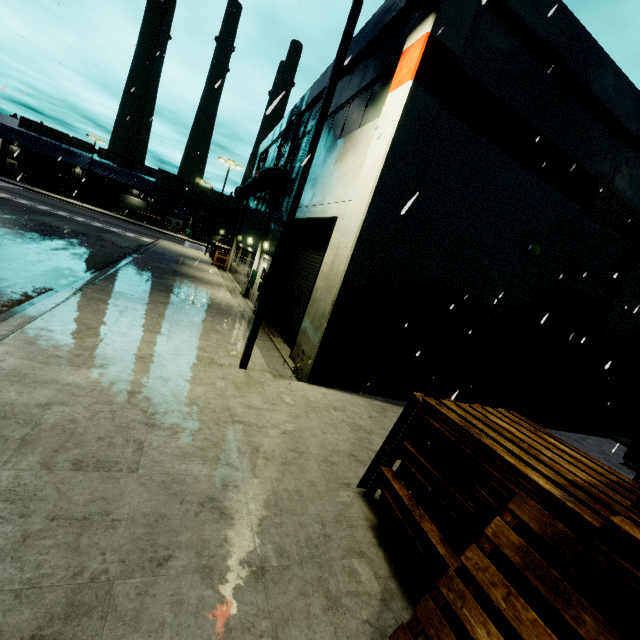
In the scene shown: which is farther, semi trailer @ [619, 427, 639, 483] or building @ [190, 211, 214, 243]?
building @ [190, 211, 214, 243]

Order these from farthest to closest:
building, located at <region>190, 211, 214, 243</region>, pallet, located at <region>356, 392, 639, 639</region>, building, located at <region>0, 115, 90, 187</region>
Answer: building, located at <region>190, 211, 214, 243</region> < building, located at <region>0, 115, 90, 187</region> < pallet, located at <region>356, 392, 639, 639</region>

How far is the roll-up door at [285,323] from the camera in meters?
10.7

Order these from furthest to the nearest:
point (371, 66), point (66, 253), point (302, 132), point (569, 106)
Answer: point (302, 132)
point (66, 253)
point (371, 66)
point (569, 106)

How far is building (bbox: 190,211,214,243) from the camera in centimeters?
5484cm

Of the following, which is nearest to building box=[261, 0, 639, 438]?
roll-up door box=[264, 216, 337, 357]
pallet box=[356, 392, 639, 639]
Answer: roll-up door box=[264, 216, 337, 357]

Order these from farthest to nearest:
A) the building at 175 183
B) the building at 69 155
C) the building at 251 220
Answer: the building at 175 183, the building at 69 155, the building at 251 220
